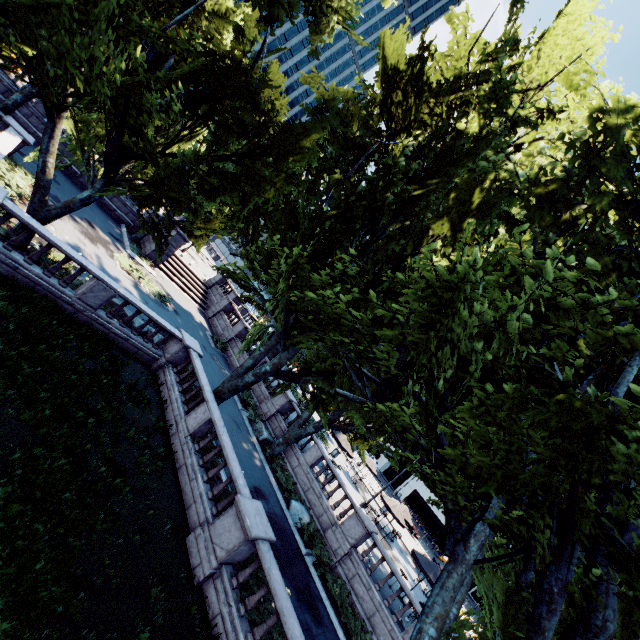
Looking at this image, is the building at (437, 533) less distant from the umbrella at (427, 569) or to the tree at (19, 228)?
the tree at (19, 228)

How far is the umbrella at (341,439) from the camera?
25.36m

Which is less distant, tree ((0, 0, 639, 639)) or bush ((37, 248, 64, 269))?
tree ((0, 0, 639, 639))

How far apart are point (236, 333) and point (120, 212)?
15.2 meters

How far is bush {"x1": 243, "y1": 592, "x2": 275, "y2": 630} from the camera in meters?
9.3

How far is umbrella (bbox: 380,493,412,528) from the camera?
23.9 meters

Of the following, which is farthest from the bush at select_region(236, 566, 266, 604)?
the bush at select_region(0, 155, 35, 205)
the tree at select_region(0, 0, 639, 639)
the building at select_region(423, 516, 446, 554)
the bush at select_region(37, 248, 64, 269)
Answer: the building at select_region(423, 516, 446, 554)

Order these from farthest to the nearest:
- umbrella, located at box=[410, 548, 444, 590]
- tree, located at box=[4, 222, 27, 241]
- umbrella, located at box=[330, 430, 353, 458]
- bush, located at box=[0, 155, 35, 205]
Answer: umbrella, located at box=[330, 430, 353, 458], umbrella, located at box=[410, 548, 444, 590], bush, located at box=[0, 155, 35, 205], tree, located at box=[4, 222, 27, 241]
